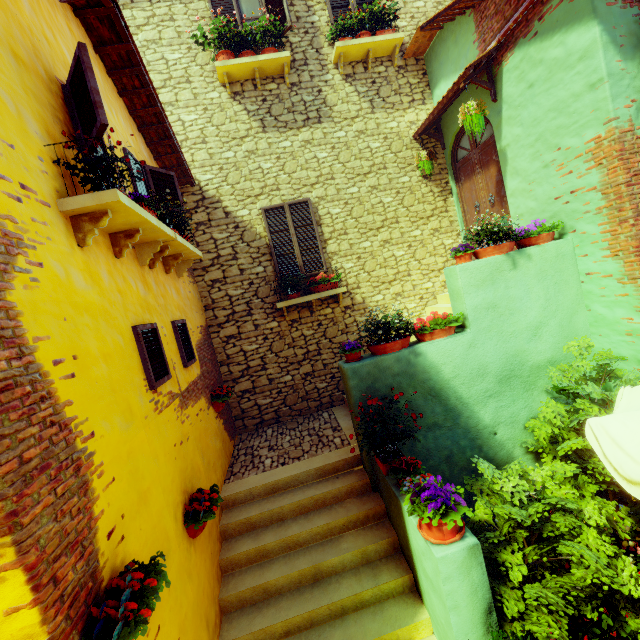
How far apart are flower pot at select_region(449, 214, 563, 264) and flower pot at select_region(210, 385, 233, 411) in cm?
442

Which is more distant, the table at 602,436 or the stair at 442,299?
the stair at 442,299

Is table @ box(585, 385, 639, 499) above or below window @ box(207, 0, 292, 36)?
below

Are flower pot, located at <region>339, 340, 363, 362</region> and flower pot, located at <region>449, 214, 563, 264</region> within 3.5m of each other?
yes

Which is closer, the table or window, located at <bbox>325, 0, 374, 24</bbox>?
the table

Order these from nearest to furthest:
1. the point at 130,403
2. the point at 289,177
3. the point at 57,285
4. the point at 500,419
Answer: the point at 57,285, the point at 130,403, the point at 500,419, the point at 289,177

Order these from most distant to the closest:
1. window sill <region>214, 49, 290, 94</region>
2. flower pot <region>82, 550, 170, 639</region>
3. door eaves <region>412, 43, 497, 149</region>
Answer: window sill <region>214, 49, 290, 94</region>
door eaves <region>412, 43, 497, 149</region>
flower pot <region>82, 550, 170, 639</region>

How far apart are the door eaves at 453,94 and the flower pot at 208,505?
7.29m
